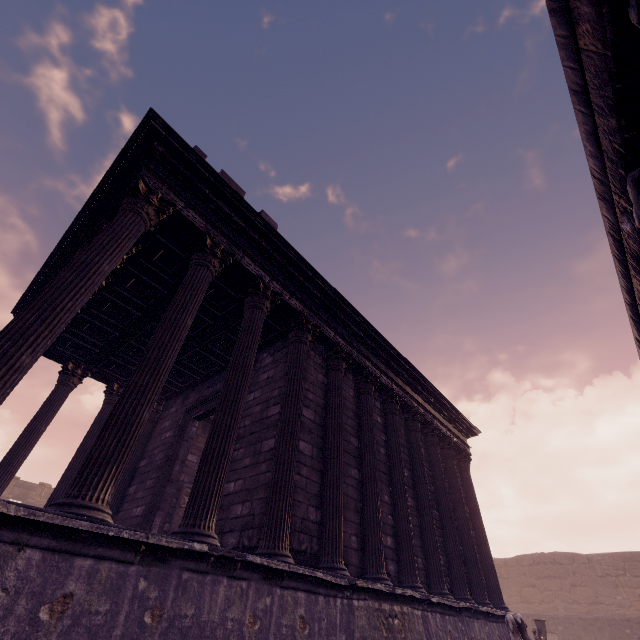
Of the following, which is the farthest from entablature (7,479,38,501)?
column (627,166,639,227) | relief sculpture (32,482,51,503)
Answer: column (627,166,639,227)

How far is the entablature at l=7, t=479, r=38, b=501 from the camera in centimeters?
2239cm

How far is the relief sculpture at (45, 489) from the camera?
23.03m

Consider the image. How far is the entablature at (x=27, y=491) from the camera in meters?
22.4 m

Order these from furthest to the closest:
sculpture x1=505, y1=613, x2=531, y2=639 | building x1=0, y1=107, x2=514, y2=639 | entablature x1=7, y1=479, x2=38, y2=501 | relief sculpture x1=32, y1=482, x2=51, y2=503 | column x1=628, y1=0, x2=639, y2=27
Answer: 1. relief sculpture x1=32, y1=482, x2=51, y2=503
2. entablature x1=7, y1=479, x2=38, y2=501
3. sculpture x1=505, y1=613, x2=531, y2=639
4. building x1=0, y1=107, x2=514, y2=639
5. column x1=628, y1=0, x2=639, y2=27

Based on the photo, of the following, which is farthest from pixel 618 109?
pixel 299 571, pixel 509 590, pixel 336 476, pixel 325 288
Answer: pixel 509 590

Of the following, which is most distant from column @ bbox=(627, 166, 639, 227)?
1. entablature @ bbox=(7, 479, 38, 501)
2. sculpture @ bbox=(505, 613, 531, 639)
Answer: entablature @ bbox=(7, 479, 38, 501)
